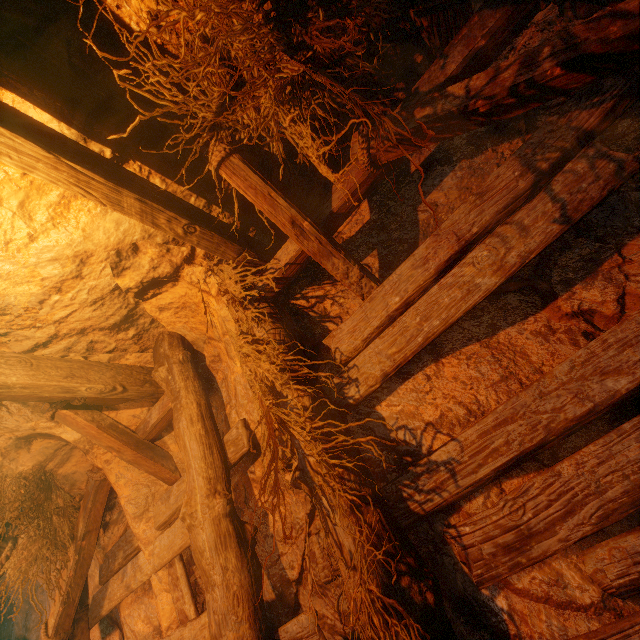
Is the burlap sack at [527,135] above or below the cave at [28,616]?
above

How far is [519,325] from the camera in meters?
1.9

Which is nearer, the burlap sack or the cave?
the burlap sack

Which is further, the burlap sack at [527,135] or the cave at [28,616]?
the cave at [28,616]

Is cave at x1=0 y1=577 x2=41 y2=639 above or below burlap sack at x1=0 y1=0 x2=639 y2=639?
below
